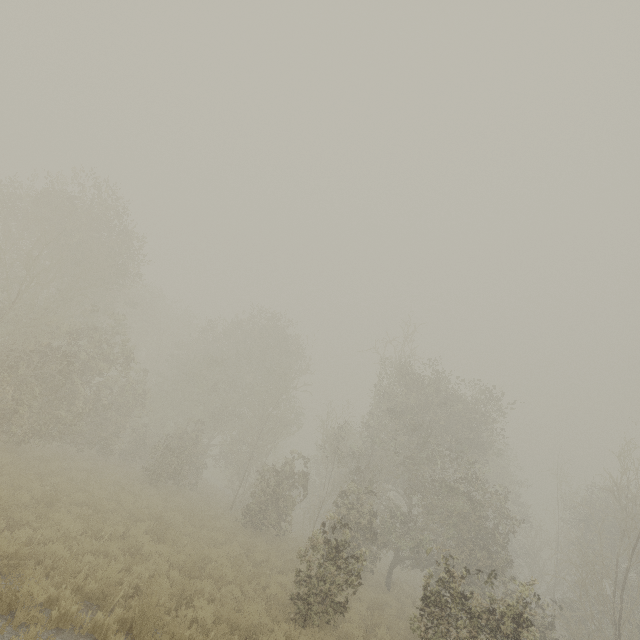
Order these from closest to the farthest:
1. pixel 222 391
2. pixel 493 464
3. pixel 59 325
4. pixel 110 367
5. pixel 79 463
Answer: pixel 59 325 < pixel 79 463 < pixel 110 367 < pixel 222 391 < pixel 493 464
